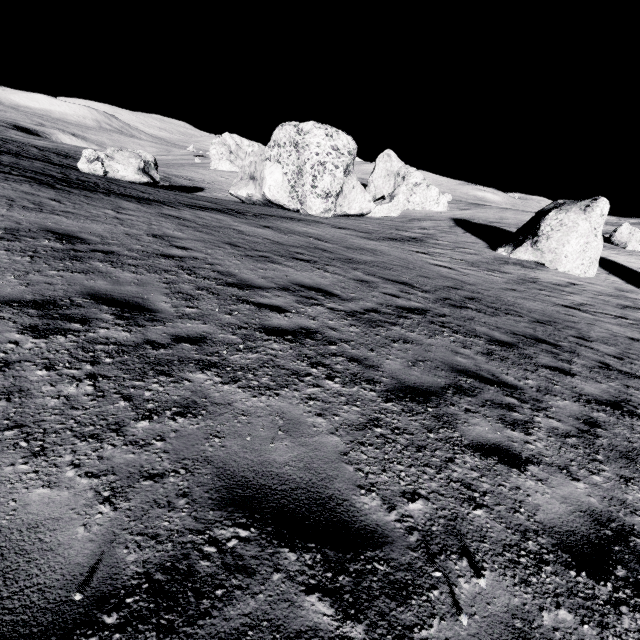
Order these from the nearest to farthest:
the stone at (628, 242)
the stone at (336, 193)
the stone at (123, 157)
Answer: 1. the stone at (123, 157)
2. the stone at (336, 193)
3. the stone at (628, 242)

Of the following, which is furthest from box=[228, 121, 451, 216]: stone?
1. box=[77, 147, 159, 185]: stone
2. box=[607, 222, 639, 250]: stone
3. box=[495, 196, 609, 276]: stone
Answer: box=[607, 222, 639, 250]: stone

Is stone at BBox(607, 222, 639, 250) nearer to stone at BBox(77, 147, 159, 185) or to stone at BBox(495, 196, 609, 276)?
stone at BBox(495, 196, 609, 276)

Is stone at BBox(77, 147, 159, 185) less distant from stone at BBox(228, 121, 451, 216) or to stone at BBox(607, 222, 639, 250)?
stone at BBox(228, 121, 451, 216)

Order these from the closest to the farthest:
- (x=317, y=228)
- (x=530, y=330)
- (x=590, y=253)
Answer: (x=530, y=330), (x=317, y=228), (x=590, y=253)

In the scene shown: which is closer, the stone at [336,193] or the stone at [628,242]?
the stone at [336,193]

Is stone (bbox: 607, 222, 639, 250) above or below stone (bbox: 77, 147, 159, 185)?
above

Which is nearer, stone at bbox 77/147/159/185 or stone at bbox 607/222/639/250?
stone at bbox 77/147/159/185
